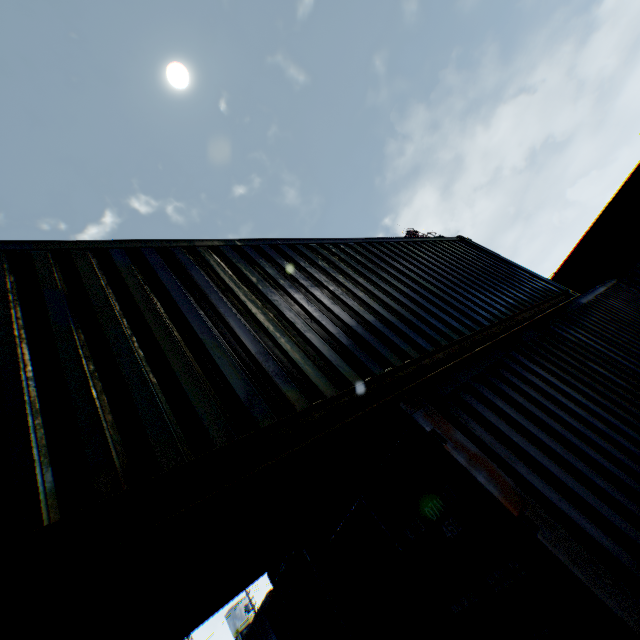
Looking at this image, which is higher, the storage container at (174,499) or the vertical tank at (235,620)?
the vertical tank at (235,620)

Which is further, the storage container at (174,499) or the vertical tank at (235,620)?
the vertical tank at (235,620)

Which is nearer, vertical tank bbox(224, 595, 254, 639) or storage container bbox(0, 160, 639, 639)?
storage container bbox(0, 160, 639, 639)

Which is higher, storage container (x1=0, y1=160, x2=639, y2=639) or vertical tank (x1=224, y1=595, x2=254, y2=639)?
vertical tank (x1=224, y1=595, x2=254, y2=639)

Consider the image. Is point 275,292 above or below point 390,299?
above
